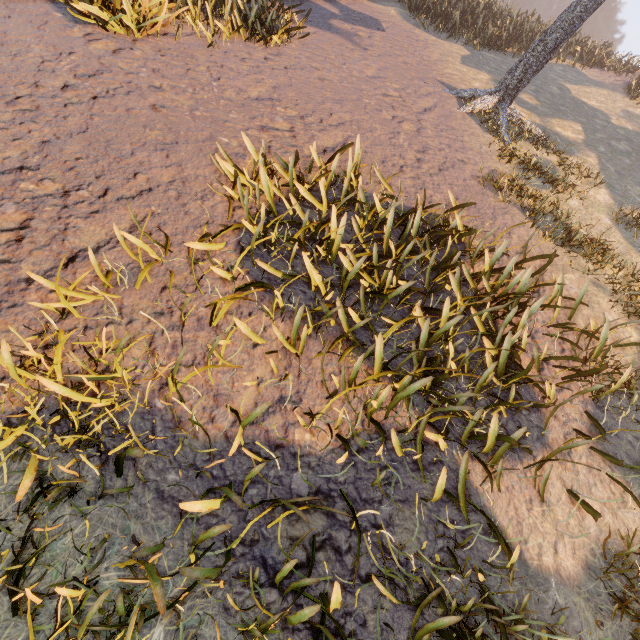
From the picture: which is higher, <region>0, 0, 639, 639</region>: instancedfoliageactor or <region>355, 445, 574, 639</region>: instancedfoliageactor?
<region>0, 0, 639, 639</region>: instancedfoliageactor

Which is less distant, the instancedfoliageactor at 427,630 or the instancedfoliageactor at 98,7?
the instancedfoliageactor at 427,630

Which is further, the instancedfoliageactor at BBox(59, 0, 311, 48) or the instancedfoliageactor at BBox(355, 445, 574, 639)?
the instancedfoliageactor at BBox(59, 0, 311, 48)

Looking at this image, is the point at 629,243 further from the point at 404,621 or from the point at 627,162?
the point at 404,621

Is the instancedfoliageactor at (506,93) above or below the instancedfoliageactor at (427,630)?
above
